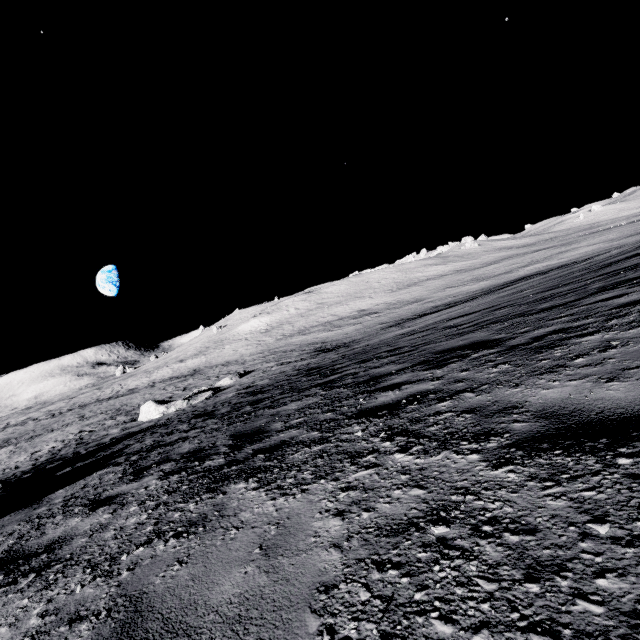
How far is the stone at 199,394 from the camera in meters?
20.1

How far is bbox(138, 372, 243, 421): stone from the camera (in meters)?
20.12

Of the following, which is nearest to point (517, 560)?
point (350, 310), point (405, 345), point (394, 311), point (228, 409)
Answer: point (405, 345)

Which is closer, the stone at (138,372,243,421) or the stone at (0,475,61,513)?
the stone at (0,475,61,513)

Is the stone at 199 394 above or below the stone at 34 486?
below

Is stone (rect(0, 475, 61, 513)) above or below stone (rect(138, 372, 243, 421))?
above
